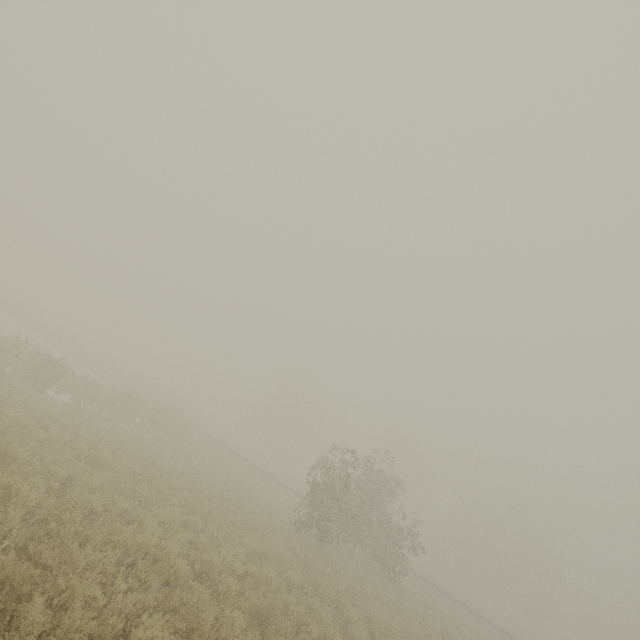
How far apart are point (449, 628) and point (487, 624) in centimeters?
1230cm
